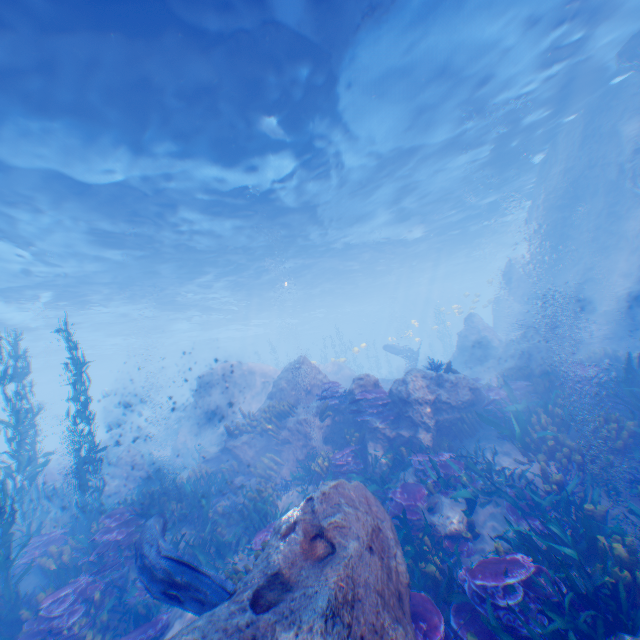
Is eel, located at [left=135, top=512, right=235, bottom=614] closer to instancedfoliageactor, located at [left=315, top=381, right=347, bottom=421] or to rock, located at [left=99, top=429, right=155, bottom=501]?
rock, located at [left=99, top=429, right=155, bottom=501]

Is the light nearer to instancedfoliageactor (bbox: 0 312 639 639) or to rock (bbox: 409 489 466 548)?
rock (bbox: 409 489 466 548)

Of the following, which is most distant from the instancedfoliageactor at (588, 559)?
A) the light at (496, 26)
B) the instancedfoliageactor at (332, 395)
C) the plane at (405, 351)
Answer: the light at (496, 26)

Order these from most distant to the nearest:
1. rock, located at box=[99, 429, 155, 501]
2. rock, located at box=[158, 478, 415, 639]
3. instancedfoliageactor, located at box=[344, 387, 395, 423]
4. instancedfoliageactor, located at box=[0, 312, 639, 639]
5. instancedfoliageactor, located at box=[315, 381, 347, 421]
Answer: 1. rock, located at box=[99, 429, 155, 501]
2. instancedfoliageactor, located at box=[315, 381, 347, 421]
3. instancedfoliageactor, located at box=[344, 387, 395, 423]
4. instancedfoliageactor, located at box=[0, 312, 639, 639]
5. rock, located at box=[158, 478, 415, 639]

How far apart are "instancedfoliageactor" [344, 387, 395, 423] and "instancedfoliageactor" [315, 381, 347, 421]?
0.5 meters

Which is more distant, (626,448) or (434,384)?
(434,384)

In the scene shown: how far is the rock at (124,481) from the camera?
15.5 meters

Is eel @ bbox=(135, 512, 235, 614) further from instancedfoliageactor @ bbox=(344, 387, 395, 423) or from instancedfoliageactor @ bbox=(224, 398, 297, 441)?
instancedfoliageactor @ bbox=(344, 387, 395, 423)
